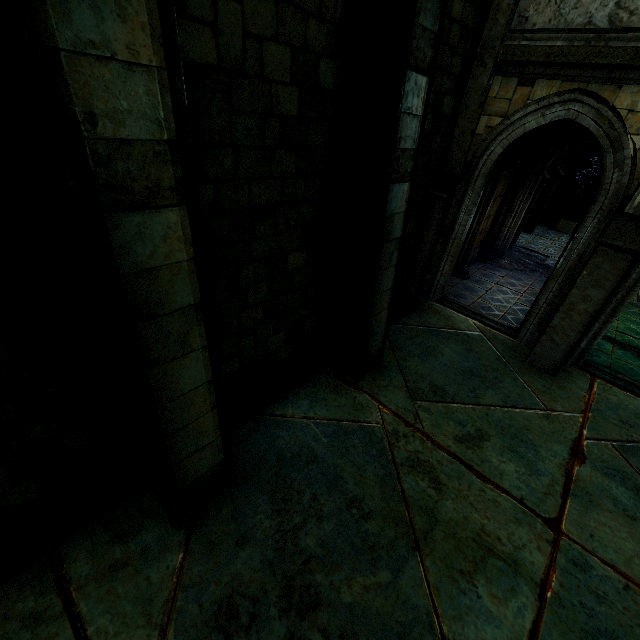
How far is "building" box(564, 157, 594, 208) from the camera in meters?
27.4 m

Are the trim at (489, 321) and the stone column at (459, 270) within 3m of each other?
yes

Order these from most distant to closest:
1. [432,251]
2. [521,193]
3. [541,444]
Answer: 1. [521,193]
2. [432,251]
3. [541,444]

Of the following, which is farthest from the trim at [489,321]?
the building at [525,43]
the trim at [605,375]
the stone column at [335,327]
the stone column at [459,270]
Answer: the stone column at [335,327]

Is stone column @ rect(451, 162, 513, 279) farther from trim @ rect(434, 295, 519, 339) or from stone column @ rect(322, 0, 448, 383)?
stone column @ rect(322, 0, 448, 383)

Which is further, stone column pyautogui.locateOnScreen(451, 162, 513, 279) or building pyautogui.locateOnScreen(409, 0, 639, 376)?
stone column pyautogui.locateOnScreen(451, 162, 513, 279)

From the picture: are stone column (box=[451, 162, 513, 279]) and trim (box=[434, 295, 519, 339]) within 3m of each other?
yes

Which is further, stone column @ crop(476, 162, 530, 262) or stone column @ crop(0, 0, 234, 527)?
stone column @ crop(476, 162, 530, 262)
